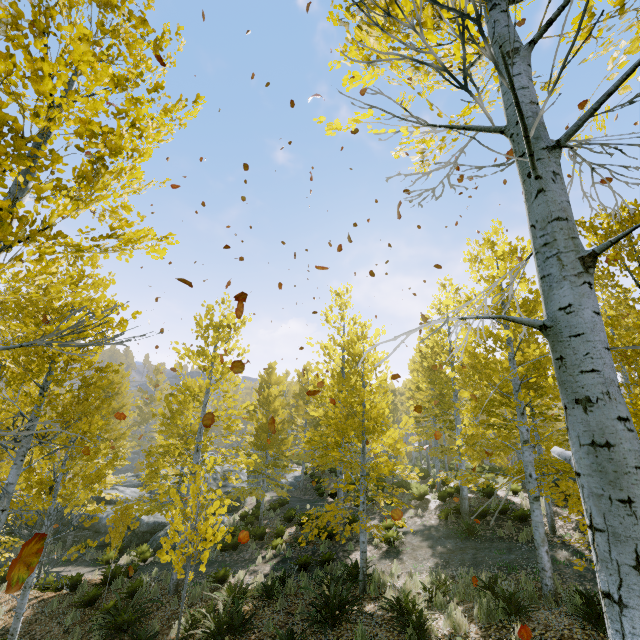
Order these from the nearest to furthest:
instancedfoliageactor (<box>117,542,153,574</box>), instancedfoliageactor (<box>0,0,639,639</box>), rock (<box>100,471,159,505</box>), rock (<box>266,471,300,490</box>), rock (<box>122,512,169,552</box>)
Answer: instancedfoliageactor (<box>0,0,639,639</box>) → instancedfoliageactor (<box>117,542,153,574</box>) → rock (<box>122,512,169,552</box>) → rock (<box>100,471,159,505</box>) → rock (<box>266,471,300,490</box>)

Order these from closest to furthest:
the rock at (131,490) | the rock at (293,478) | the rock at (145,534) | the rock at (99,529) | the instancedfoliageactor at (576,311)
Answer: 1. the instancedfoliageactor at (576,311)
2. the rock at (145,534)
3. the rock at (99,529)
4. the rock at (131,490)
5. the rock at (293,478)

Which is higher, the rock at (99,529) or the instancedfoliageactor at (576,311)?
the instancedfoliageactor at (576,311)

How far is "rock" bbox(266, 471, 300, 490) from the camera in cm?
2692

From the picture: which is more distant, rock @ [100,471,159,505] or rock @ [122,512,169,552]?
rock @ [100,471,159,505]

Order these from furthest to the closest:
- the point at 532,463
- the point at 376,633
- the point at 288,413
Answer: the point at 288,413, the point at 532,463, the point at 376,633

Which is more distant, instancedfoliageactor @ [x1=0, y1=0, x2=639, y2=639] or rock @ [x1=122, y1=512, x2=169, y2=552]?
rock @ [x1=122, y1=512, x2=169, y2=552]
